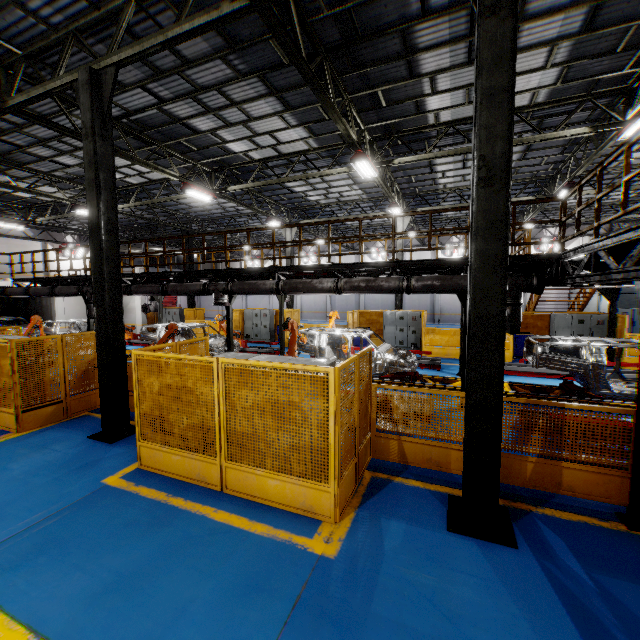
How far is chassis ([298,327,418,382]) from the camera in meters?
10.9 m

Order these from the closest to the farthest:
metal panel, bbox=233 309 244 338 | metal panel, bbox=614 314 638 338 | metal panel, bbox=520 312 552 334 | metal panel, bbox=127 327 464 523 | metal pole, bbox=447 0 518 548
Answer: metal pole, bbox=447 0 518 548 < metal panel, bbox=127 327 464 523 < metal panel, bbox=614 314 638 338 < metal panel, bbox=520 312 552 334 < metal panel, bbox=233 309 244 338

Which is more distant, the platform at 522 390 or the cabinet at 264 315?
the cabinet at 264 315

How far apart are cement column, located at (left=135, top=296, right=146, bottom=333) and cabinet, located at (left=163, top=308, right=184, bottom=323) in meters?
1.0 m

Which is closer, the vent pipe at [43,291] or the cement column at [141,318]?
the vent pipe at [43,291]

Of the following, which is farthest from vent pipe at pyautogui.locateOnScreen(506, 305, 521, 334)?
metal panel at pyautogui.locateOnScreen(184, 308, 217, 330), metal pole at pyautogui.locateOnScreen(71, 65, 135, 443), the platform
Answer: metal pole at pyautogui.locateOnScreen(71, 65, 135, 443)

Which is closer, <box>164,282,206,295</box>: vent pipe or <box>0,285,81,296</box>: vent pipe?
<box>164,282,206,295</box>: vent pipe

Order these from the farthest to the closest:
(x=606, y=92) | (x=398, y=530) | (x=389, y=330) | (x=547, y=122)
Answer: (x=389, y=330), (x=547, y=122), (x=606, y=92), (x=398, y=530)
